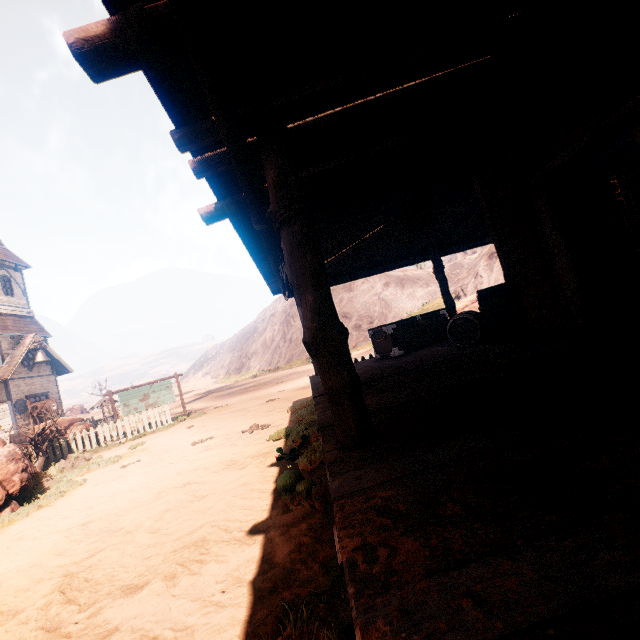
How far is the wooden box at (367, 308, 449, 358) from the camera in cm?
812

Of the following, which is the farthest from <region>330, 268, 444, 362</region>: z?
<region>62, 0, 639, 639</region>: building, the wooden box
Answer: the wooden box

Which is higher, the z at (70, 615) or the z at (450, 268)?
the z at (450, 268)

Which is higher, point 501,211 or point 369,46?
point 369,46

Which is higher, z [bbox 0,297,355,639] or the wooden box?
the wooden box

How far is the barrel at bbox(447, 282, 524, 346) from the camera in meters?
5.7

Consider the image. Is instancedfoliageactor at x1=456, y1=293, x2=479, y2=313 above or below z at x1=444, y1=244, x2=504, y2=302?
below

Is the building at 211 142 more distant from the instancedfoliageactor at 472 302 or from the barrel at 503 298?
the instancedfoliageactor at 472 302
